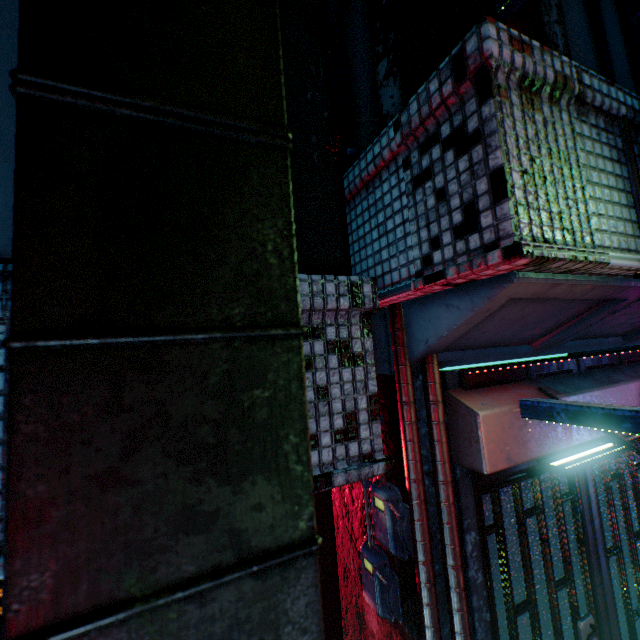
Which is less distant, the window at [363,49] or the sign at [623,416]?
the sign at [623,416]

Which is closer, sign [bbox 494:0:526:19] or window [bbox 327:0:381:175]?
sign [bbox 494:0:526:19]

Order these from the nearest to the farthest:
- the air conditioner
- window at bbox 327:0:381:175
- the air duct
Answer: the air duct, the air conditioner, window at bbox 327:0:381:175

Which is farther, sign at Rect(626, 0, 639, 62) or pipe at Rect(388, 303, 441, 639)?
pipe at Rect(388, 303, 441, 639)

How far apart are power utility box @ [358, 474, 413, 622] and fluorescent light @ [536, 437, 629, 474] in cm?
80

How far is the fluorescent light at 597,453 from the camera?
1.6m

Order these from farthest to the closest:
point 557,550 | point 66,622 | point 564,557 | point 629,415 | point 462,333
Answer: point 557,550 < point 564,557 < point 462,333 < point 629,415 < point 66,622

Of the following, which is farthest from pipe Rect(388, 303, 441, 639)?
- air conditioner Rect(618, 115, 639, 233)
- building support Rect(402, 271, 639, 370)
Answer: air conditioner Rect(618, 115, 639, 233)
